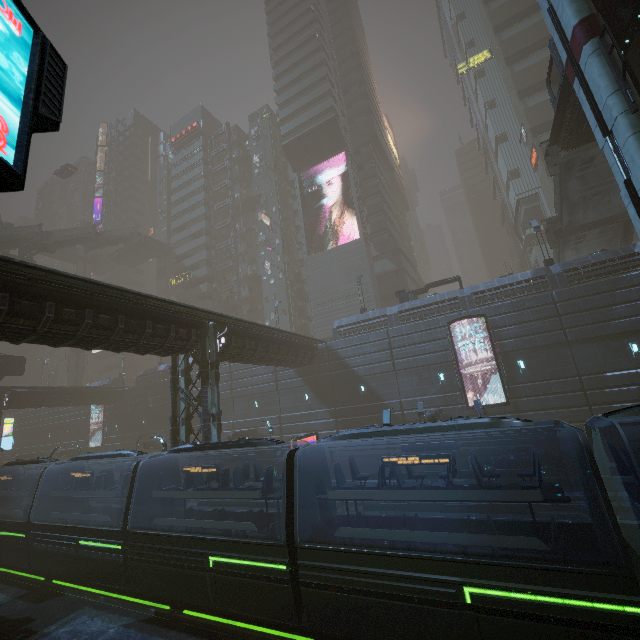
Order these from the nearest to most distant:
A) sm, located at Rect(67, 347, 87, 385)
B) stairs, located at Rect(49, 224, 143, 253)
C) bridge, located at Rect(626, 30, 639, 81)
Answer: bridge, located at Rect(626, 30, 639, 81)
stairs, located at Rect(49, 224, 143, 253)
sm, located at Rect(67, 347, 87, 385)

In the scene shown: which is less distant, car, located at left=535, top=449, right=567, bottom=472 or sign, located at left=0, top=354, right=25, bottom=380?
car, located at left=535, top=449, right=567, bottom=472

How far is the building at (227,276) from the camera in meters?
55.6

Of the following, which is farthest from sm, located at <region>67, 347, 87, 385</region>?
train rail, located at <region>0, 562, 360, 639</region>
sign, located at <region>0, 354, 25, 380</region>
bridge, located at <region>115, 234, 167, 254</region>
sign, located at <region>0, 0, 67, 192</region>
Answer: sign, located at <region>0, 0, 67, 192</region>

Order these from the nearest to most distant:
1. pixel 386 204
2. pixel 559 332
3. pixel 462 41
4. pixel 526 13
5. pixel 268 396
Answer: pixel 559 332
pixel 268 396
pixel 526 13
pixel 386 204
pixel 462 41

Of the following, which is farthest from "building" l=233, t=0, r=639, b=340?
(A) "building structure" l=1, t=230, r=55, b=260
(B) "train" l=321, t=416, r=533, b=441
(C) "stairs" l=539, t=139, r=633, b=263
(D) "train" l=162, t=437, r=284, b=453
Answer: (C) "stairs" l=539, t=139, r=633, b=263

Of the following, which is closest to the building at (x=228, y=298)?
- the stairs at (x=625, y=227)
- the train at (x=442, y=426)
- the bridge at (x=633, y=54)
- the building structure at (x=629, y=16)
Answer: the train at (x=442, y=426)

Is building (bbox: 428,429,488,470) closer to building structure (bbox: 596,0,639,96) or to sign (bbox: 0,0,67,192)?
sign (bbox: 0,0,67,192)
